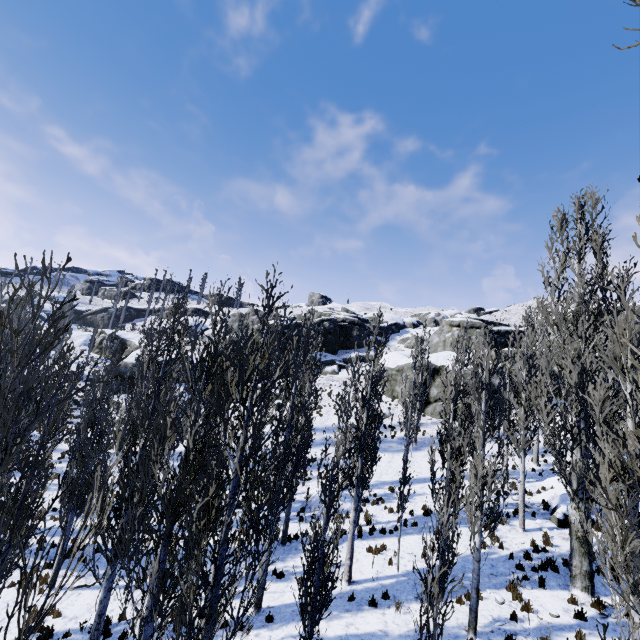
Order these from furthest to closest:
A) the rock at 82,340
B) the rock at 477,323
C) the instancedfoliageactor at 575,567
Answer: the rock at 82,340 < the rock at 477,323 < the instancedfoliageactor at 575,567

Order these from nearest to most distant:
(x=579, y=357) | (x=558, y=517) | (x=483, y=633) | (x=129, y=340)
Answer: (x=483, y=633)
(x=579, y=357)
(x=558, y=517)
(x=129, y=340)

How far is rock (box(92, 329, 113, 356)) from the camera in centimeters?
4630cm

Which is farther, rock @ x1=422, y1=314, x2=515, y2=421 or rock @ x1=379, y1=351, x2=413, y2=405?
rock @ x1=379, y1=351, x2=413, y2=405

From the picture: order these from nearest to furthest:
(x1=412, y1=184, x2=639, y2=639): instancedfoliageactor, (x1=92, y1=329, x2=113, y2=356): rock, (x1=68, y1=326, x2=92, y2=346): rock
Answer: (x1=412, y1=184, x2=639, y2=639): instancedfoliageactor < (x1=92, y1=329, x2=113, y2=356): rock < (x1=68, y1=326, x2=92, y2=346): rock

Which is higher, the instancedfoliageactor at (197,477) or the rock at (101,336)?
the rock at (101,336)

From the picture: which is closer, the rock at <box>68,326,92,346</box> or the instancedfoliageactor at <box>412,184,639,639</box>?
the instancedfoliageactor at <box>412,184,639,639</box>
